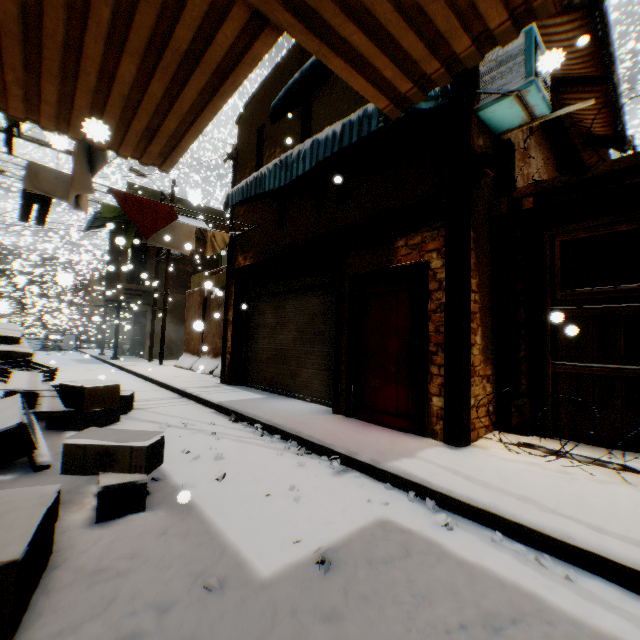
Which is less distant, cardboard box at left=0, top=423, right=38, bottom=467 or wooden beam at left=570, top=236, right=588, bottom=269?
cardboard box at left=0, top=423, right=38, bottom=467

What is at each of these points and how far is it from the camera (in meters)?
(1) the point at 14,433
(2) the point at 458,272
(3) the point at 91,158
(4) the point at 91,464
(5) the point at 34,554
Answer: (1) cardboard box, 3.34
(2) wooden beam, 4.23
(3) dryer, 4.12
(4) cardboard box, 2.78
(5) cardboard box, 1.74

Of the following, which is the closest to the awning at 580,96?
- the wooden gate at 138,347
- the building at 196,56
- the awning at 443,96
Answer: the building at 196,56

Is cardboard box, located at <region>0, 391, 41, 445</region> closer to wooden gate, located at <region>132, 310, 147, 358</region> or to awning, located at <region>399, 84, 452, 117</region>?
awning, located at <region>399, 84, 452, 117</region>

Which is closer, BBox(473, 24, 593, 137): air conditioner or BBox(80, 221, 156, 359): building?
BBox(473, 24, 593, 137): air conditioner

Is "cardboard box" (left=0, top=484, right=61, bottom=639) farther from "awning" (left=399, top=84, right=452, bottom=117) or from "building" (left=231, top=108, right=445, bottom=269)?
"awning" (left=399, top=84, right=452, bottom=117)

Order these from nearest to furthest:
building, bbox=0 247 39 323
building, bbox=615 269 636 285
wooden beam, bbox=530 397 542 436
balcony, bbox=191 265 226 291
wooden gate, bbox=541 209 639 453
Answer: wooden gate, bbox=541 209 639 453, wooden beam, bbox=530 397 542 436, building, bbox=615 269 636 285, building, bbox=0 247 39 323, balcony, bbox=191 265 226 291

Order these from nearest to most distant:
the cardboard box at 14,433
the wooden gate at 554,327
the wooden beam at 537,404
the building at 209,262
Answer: the cardboard box at 14,433, the wooden gate at 554,327, the wooden beam at 537,404, the building at 209,262
